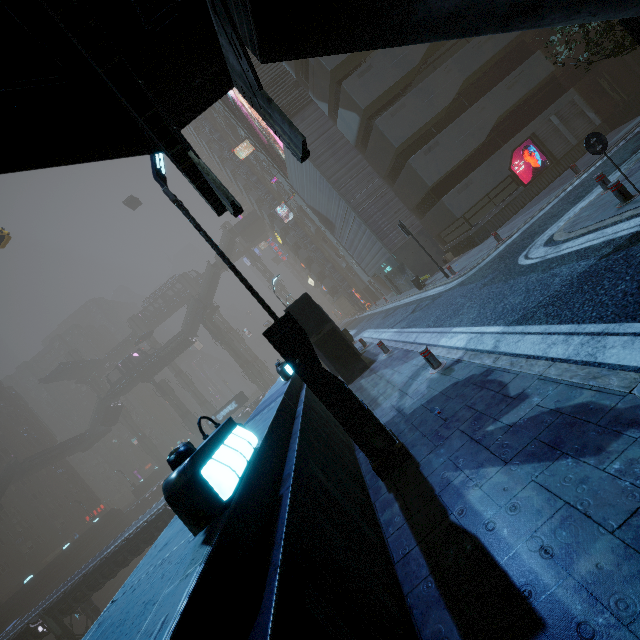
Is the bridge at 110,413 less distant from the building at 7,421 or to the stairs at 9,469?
the building at 7,421

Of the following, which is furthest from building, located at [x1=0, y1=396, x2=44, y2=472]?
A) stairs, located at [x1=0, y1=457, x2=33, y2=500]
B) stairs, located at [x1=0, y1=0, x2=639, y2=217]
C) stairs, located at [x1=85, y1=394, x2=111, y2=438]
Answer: stairs, located at [x1=85, y1=394, x2=111, y2=438]

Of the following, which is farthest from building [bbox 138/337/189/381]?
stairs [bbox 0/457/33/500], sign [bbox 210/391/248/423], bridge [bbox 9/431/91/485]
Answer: stairs [bbox 0/457/33/500]

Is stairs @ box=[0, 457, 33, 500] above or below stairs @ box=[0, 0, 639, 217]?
above

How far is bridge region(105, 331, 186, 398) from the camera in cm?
5843

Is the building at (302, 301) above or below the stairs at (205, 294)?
below

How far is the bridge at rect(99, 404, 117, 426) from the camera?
58.94m

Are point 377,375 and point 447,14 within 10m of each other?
yes
